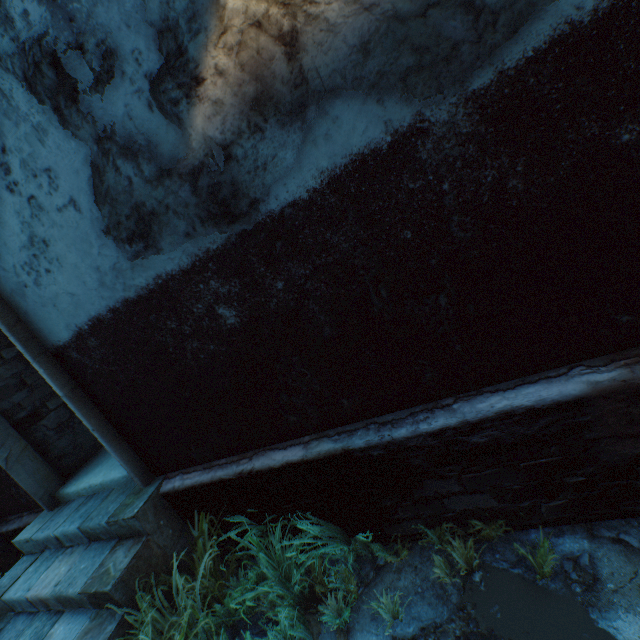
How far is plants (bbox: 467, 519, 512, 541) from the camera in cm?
193

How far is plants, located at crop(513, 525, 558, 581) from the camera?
1.69m

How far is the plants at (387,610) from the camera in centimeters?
187cm

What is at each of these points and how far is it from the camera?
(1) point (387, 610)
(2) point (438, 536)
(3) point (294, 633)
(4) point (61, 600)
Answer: (1) plants, 1.9m
(2) plants, 2.1m
(3) plants, 2.0m
(4) stairs, 2.5m

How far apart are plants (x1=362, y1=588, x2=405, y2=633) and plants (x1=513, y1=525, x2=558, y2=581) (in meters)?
0.76

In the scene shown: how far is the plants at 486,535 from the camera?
1.9m

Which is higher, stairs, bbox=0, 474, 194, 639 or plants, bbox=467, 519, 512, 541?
stairs, bbox=0, 474, 194, 639
